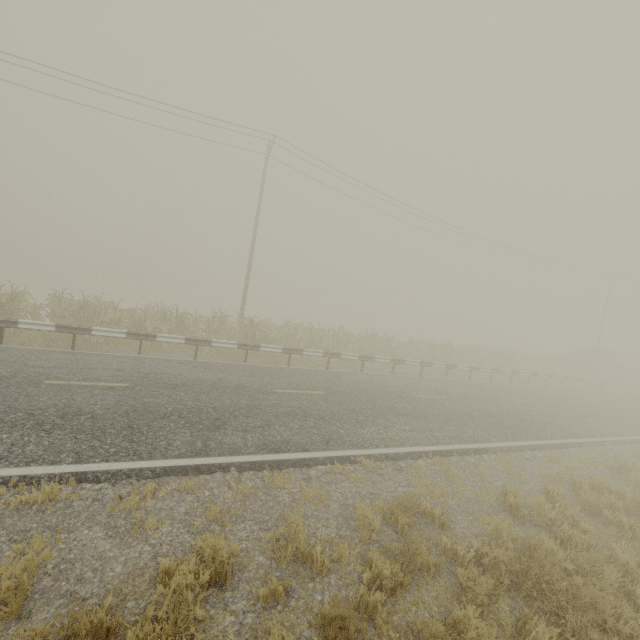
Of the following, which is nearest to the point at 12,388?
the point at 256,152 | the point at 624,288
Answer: the point at 256,152
